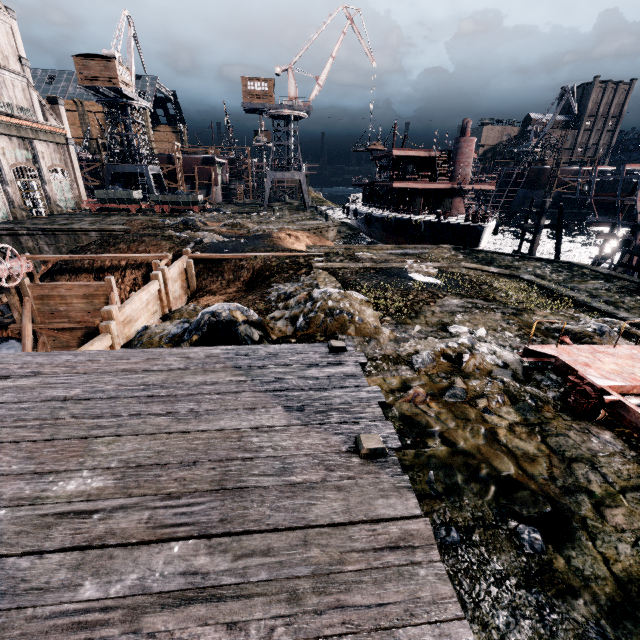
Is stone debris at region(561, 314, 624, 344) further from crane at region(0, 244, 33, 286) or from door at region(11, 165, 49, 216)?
door at region(11, 165, 49, 216)

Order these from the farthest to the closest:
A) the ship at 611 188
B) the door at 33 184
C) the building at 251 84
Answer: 1. the ship at 611 188
2. the building at 251 84
3. the door at 33 184

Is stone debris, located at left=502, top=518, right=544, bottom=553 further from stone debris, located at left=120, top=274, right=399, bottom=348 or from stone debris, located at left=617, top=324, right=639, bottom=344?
stone debris, located at left=617, top=324, right=639, bottom=344

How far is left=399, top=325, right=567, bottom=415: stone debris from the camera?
7.5m

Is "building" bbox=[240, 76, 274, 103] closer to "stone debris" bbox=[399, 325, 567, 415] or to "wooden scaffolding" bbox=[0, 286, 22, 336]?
"wooden scaffolding" bbox=[0, 286, 22, 336]

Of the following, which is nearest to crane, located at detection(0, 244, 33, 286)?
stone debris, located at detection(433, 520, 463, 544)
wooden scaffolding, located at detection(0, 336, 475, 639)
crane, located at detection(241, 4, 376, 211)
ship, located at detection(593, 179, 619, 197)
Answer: wooden scaffolding, located at detection(0, 336, 475, 639)

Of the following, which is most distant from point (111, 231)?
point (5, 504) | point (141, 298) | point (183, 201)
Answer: point (5, 504)

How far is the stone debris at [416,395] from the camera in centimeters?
745cm
